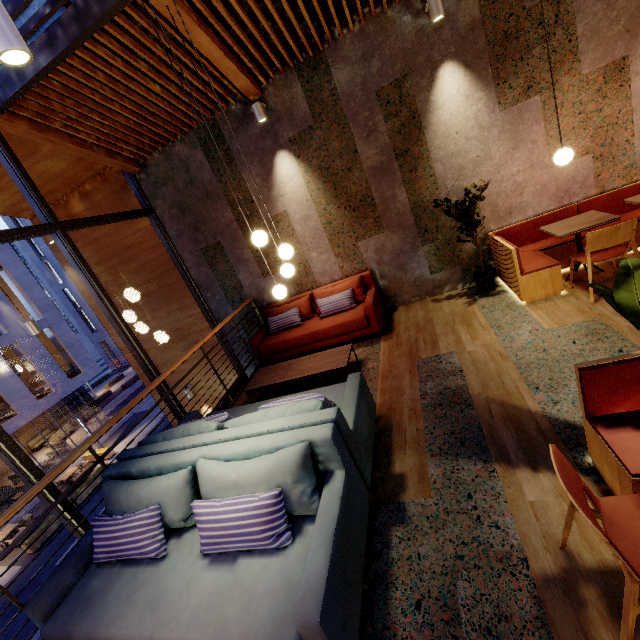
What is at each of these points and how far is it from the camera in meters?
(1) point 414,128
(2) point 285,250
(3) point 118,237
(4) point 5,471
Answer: (1) building, 4.8 m
(2) lamp, 3.9 m
(3) building, 6.7 m
(4) building, 21.8 m

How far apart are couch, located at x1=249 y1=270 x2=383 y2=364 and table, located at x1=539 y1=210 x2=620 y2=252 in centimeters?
252cm

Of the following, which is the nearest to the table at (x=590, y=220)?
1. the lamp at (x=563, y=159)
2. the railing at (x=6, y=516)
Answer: the lamp at (x=563, y=159)

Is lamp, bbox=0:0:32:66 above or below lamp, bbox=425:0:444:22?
below

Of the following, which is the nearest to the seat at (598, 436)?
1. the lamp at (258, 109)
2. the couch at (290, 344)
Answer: the couch at (290, 344)

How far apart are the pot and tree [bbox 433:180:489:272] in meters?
0.1 m

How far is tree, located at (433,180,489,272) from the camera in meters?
4.7 m

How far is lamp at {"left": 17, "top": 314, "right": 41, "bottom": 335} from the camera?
5.32m
